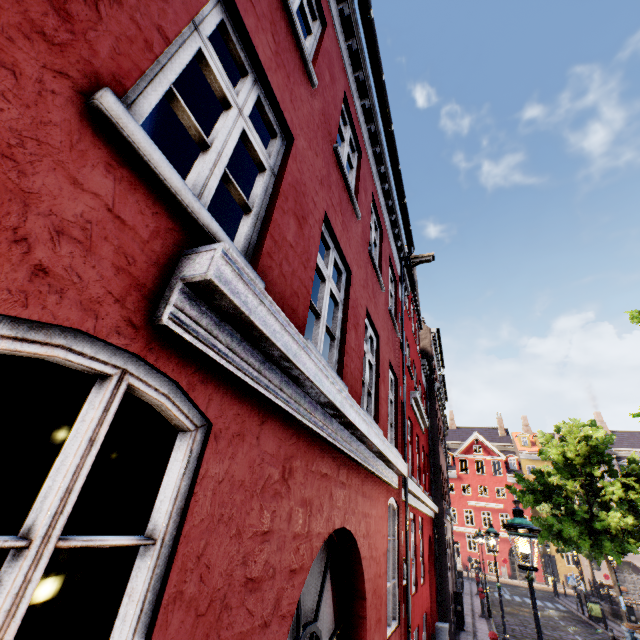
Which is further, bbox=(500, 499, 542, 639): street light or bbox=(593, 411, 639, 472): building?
bbox=(593, 411, 639, 472): building

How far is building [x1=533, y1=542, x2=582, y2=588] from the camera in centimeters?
3522cm

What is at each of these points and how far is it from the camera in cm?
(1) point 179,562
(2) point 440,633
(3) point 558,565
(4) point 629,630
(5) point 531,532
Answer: (1) building, 141
(2) electrical box, 963
(3) building, 3581
(4) trash bin, 1204
(5) street light, 453

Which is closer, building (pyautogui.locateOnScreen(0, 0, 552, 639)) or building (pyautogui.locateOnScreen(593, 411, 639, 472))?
building (pyautogui.locateOnScreen(0, 0, 552, 639))

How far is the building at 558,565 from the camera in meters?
35.2

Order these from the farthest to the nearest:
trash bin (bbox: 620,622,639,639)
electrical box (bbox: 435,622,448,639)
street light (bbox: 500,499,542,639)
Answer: trash bin (bbox: 620,622,639,639) < electrical box (bbox: 435,622,448,639) < street light (bbox: 500,499,542,639)

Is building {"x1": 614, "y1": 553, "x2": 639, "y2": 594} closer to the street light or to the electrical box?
the electrical box

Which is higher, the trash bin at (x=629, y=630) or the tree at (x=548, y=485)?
the tree at (x=548, y=485)
